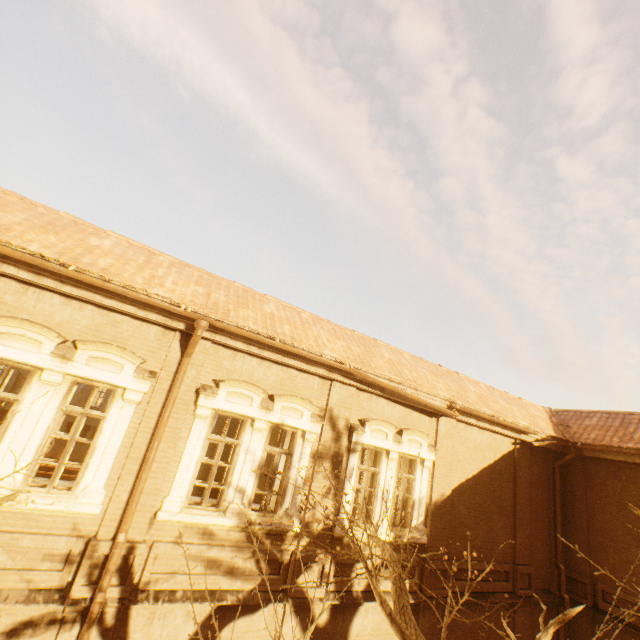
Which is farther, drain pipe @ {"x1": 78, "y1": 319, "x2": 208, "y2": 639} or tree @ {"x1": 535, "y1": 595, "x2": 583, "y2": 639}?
drain pipe @ {"x1": 78, "y1": 319, "x2": 208, "y2": 639}

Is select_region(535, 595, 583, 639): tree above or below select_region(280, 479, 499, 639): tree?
above

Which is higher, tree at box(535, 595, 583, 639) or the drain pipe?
the drain pipe

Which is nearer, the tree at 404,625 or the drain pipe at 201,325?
the tree at 404,625

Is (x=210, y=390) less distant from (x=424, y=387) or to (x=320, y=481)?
(x=320, y=481)
